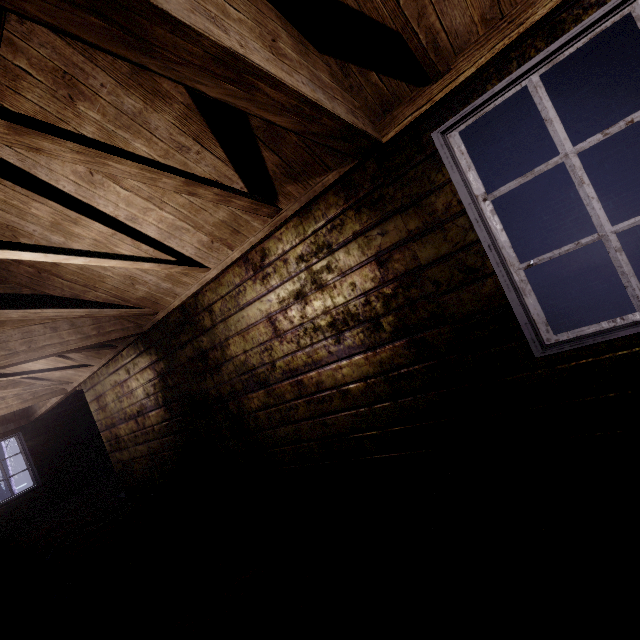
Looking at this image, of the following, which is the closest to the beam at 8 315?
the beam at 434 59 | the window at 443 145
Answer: the beam at 434 59

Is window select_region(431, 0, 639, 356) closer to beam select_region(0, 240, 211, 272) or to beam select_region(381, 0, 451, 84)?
beam select_region(381, 0, 451, 84)

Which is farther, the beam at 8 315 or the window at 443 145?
the beam at 8 315

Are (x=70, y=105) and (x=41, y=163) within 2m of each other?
yes
